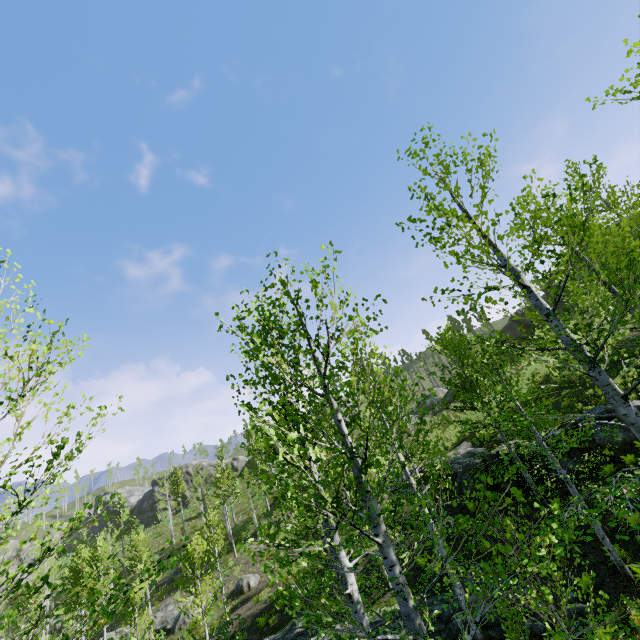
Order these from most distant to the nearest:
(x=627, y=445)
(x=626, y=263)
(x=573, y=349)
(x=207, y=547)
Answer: (x=207, y=547)
(x=627, y=445)
(x=626, y=263)
(x=573, y=349)

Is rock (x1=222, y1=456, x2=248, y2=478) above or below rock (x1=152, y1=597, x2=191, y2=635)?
above

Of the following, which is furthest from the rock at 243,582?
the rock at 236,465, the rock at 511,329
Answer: the rock at 511,329

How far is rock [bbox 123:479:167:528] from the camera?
54.2m

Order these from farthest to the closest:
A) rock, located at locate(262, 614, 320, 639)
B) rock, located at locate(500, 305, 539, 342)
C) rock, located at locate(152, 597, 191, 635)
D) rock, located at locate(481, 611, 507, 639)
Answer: rock, located at locate(500, 305, 539, 342) < rock, located at locate(152, 597, 191, 635) < rock, located at locate(262, 614, 320, 639) < rock, located at locate(481, 611, 507, 639)

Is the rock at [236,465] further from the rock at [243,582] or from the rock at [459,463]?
the rock at [459,463]

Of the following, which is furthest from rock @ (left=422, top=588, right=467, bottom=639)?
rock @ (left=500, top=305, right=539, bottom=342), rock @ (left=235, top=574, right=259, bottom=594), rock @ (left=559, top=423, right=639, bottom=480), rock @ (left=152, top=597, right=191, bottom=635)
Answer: rock @ (left=500, top=305, right=539, bottom=342)

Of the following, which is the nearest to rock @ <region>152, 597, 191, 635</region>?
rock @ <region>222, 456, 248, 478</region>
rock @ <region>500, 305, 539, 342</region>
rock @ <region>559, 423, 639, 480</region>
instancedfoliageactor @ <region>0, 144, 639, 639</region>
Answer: instancedfoliageactor @ <region>0, 144, 639, 639</region>
